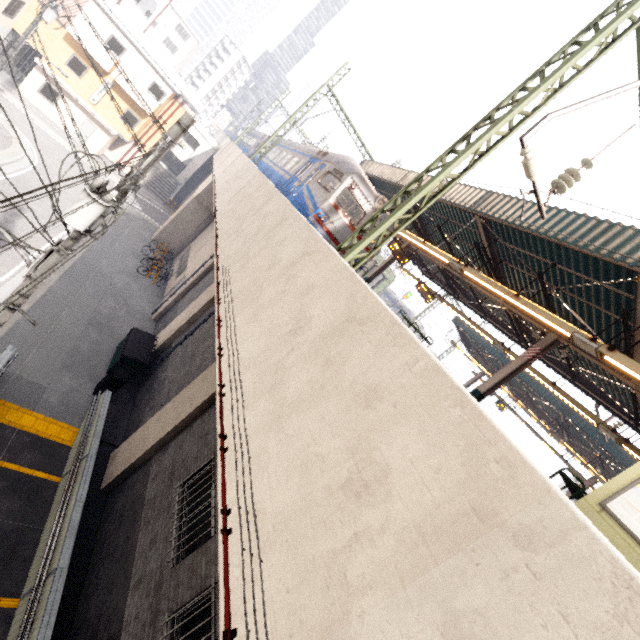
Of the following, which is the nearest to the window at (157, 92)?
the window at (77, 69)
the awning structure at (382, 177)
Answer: the window at (77, 69)

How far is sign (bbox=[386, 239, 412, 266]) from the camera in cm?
1568

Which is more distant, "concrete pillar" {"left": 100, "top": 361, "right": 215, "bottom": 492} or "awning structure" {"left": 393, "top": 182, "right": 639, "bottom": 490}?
"concrete pillar" {"left": 100, "top": 361, "right": 215, "bottom": 492}

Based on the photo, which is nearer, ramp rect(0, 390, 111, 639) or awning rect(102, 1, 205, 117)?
ramp rect(0, 390, 111, 639)

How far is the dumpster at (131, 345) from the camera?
12.84m

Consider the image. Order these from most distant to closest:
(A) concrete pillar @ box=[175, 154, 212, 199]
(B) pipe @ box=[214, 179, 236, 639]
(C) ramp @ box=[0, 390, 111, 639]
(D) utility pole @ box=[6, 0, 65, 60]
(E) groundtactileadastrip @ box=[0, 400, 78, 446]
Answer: (A) concrete pillar @ box=[175, 154, 212, 199], (D) utility pole @ box=[6, 0, 65, 60], (E) groundtactileadastrip @ box=[0, 400, 78, 446], (C) ramp @ box=[0, 390, 111, 639], (B) pipe @ box=[214, 179, 236, 639]

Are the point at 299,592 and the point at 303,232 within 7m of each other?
yes

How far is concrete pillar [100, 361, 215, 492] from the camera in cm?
930
